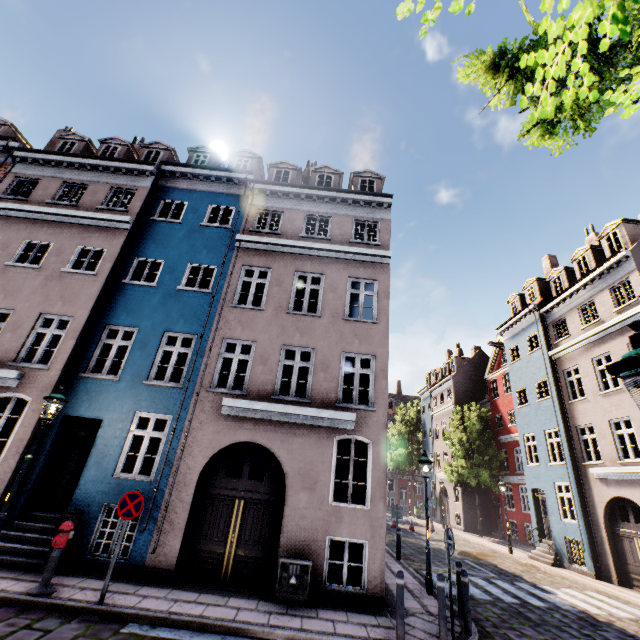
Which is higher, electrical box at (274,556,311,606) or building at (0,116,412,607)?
building at (0,116,412,607)

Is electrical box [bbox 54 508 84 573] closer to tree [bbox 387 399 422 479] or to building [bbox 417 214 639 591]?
building [bbox 417 214 639 591]

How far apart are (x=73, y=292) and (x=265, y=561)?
10.38m

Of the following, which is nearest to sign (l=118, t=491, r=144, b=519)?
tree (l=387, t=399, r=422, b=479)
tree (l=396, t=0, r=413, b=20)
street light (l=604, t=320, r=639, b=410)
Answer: tree (l=396, t=0, r=413, b=20)

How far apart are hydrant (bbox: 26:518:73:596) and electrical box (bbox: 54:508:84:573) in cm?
87

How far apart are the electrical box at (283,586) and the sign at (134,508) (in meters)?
3.42

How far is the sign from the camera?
6.80m

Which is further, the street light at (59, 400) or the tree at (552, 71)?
the street light at (59, 400)
